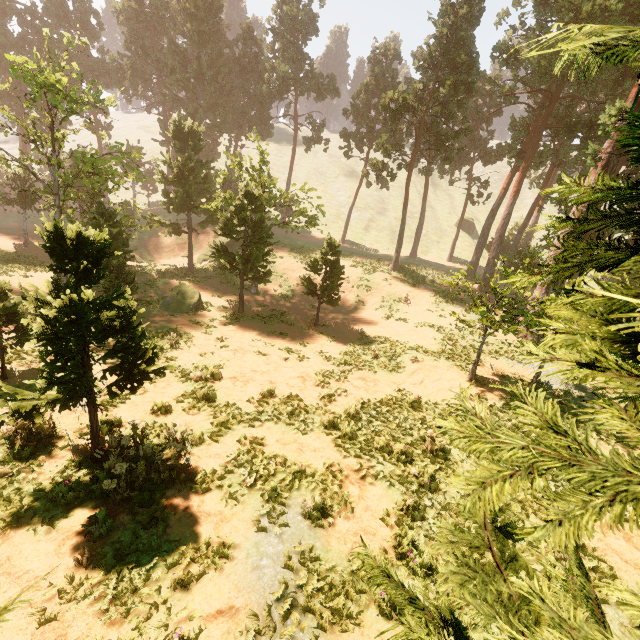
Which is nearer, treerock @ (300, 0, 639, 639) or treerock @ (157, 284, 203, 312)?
treerock @ (300, 0, 639, 639)

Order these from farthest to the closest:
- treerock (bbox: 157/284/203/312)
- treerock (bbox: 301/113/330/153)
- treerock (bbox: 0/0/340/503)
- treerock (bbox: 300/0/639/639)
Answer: treerock (bbox: 301/113/330/153) < treerock (bbox: 157/284/203/312) < treerock (bbox: 0/0/340/503) < treerock (bbox: 300/0/639/639)

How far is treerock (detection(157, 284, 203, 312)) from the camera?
21.5 meters

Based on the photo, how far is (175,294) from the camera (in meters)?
22.25

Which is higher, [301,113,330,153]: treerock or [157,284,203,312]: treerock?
[301,113,330,153]: treerock

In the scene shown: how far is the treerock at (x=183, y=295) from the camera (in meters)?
21.45
